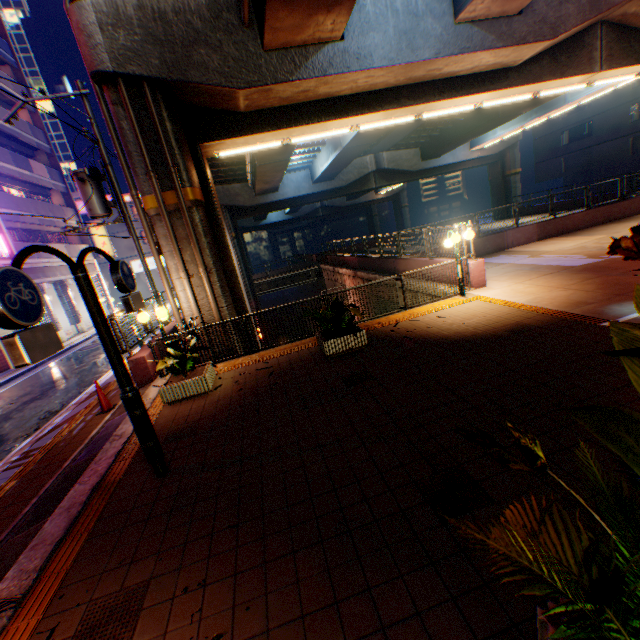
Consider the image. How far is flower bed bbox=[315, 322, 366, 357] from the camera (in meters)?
7.70

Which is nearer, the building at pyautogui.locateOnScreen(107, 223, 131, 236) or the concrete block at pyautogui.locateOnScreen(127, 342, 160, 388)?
the concrete block at pyautogui.locateOnScreen(127, 342, 160, 388)

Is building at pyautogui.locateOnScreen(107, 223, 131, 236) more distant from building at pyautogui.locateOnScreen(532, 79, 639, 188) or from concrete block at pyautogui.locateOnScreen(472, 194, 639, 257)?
building at pyautogui.locateOnScreen(532, 79, 639, 188)

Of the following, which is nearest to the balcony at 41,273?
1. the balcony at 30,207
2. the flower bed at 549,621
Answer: the balcony at 30,207

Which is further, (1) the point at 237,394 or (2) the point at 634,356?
(1) the point at 237,394

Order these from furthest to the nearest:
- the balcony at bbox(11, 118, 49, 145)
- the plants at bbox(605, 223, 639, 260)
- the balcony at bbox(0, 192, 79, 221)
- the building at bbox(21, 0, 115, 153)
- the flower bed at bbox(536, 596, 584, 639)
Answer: the building at bbox(21, 0, 115, 153) < the balcony at bbox(11, 118, 49, 145) < the balcony at bbox(0, 192, 79, 221) < the flower bed at bbox(536, 596, 584, 639) < the plants at bbox(605, 223, 639, 260)

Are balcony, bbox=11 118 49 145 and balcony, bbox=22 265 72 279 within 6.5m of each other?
no

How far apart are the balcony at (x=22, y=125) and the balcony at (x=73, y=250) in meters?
8.2
